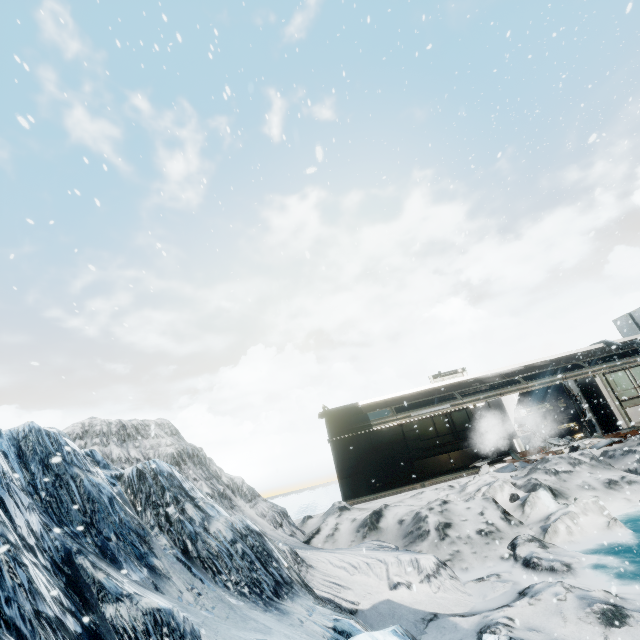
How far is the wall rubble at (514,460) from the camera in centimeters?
1353cm

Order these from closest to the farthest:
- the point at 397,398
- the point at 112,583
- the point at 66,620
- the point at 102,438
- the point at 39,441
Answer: the point at 66,620, the point at 112,583, the point at 39,441, the point at 102,438, the point at 397,398

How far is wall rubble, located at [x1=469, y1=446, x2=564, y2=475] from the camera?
13.5 meters
